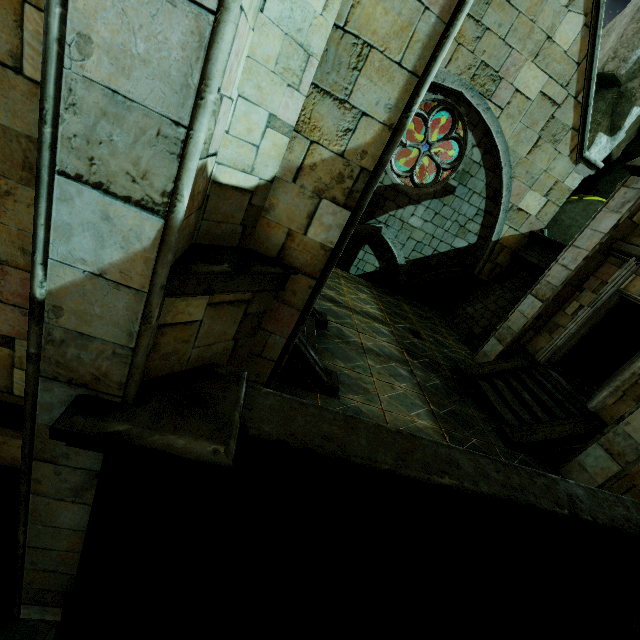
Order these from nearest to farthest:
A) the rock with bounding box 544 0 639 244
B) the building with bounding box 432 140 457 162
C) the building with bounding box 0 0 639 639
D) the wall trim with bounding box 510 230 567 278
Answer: the building with bounding box 0 0 639 639, the wall trim with bounding box 510 230 567 278, the rock with bounding box 544 0 639 244, the building with bounding box 432 140 457 162

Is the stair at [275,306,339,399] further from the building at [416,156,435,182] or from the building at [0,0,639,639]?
the building at [416,156,435,182]

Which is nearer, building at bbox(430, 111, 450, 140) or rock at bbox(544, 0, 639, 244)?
rock at bbox(544, 0, 639, 244)

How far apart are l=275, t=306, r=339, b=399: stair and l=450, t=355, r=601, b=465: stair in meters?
4.1 m

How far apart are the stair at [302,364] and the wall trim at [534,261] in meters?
8.2 m

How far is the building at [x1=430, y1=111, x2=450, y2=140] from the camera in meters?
15.5

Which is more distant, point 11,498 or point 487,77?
point 487,77

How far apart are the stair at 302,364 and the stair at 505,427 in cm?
415
